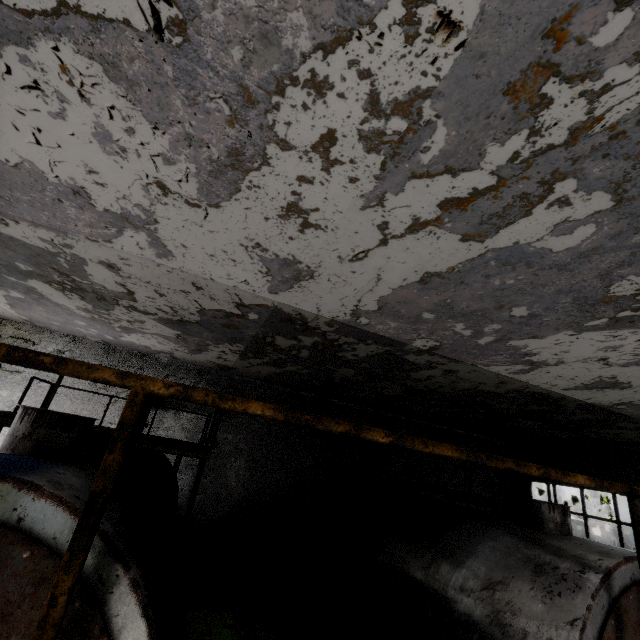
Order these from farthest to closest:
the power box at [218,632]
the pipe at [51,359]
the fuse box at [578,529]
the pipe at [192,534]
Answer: the fuse box at [578,529] → the pipe at [192,534] → the power box at [218,632] → the pipe at [51,359]

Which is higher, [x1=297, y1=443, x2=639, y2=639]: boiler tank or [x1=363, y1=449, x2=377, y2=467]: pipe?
[x1=363, y1=449, x2=377, y2=467]: pipe

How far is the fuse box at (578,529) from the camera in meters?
19.0

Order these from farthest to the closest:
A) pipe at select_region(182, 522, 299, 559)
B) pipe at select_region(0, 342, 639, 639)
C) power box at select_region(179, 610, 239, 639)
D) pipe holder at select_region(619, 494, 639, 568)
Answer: pipe at select_region(182, 522, 299, 559) < pipe holder at select_region(619, 494, 639, 568) < power box at select_region(179, 610, 239, 639) < pipe at select_region(0, 342, 639, 639)

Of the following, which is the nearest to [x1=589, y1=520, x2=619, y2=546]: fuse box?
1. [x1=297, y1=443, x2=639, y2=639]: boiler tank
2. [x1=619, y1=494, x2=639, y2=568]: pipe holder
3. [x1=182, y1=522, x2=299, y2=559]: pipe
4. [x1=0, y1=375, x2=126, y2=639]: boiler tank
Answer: [x1=182, y1=522, x2=299, y2=559]: pipe

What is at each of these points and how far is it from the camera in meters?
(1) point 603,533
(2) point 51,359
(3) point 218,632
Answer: (1) fuse box, 19.8 m
(2) pipe, 2.3 m
(3) power box, 3.2 m

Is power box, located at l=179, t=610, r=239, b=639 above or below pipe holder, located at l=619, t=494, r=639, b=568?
below

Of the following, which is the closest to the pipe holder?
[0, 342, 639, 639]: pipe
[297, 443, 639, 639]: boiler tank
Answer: [297, 443, 639, 639]: boiler tank
